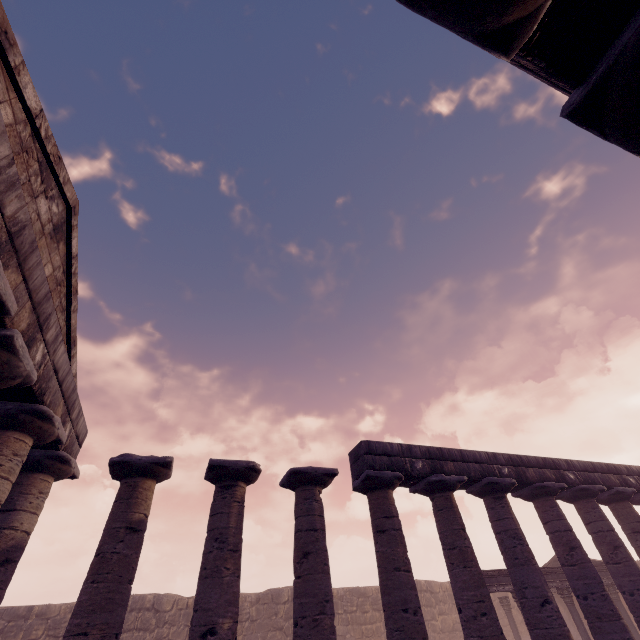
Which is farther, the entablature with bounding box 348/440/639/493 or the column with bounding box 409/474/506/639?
the entablature with bounding box 348/440/639/493

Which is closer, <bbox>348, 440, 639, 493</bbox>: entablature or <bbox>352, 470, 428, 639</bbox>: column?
<bbox>352, 470, 428, 639</bbox>: column

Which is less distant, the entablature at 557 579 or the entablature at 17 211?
the entablature at 17 211

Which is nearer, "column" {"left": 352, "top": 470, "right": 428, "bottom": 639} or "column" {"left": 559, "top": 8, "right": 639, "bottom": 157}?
"column" {"left": 559, "top": 8, "right": 639, "bottom": 157}

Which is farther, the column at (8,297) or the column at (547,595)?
the column at (547,595)

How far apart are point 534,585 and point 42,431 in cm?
1308

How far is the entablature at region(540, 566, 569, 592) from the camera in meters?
13.9

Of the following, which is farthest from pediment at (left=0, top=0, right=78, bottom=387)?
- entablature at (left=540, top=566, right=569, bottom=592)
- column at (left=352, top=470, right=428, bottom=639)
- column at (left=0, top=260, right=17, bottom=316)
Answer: entablature at (left=540, top=566, right=569, bottom=592)
